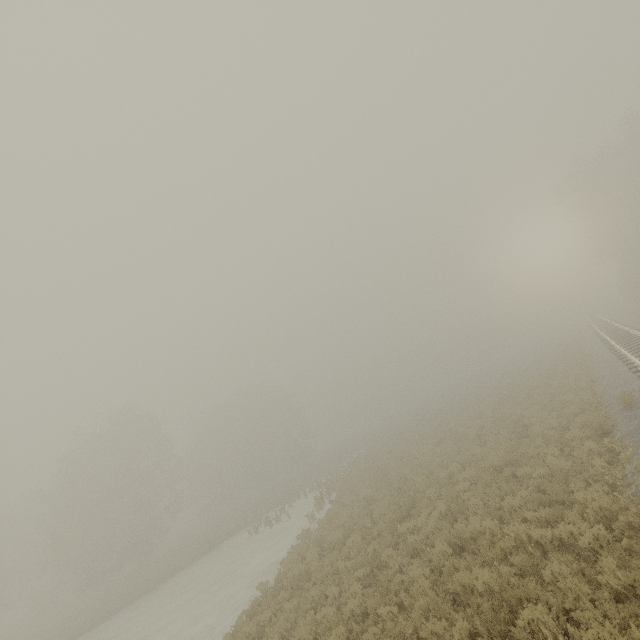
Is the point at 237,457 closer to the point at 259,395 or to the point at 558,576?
the point at 259,395
